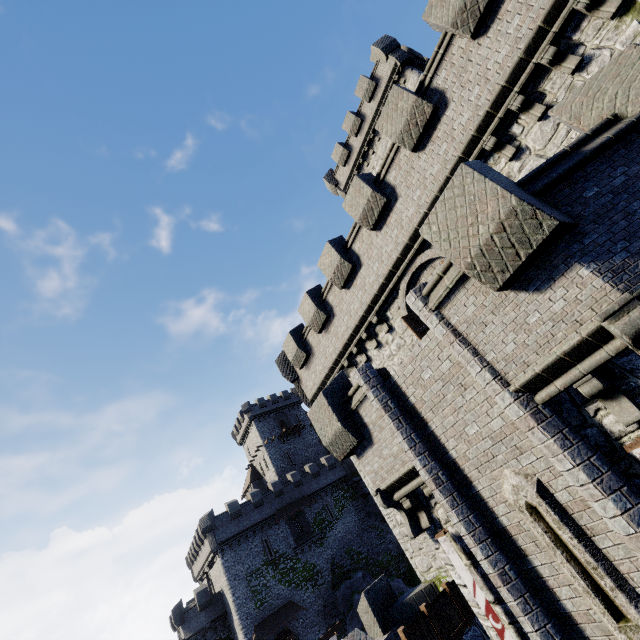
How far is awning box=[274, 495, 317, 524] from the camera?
40.4m

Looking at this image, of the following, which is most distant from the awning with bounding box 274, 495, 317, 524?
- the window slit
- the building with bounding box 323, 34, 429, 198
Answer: the window slit

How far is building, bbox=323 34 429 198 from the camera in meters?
23.1

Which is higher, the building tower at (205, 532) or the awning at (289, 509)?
the awning at (289, 509)

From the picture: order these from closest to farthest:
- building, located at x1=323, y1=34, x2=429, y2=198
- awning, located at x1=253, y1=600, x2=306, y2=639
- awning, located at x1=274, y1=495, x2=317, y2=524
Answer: building, located at x1=323, y1=34, x2=429, y2=198 → awning, located at x1=253, y1=600, x2=306, y2=639 → awning, located at x1=274, y1=495, x2=317, y2=524

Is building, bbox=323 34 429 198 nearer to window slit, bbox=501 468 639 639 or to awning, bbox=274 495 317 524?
window slit, bbox=501 468 639 639

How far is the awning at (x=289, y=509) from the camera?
40.4 meters

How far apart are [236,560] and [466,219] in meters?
44.4 m
